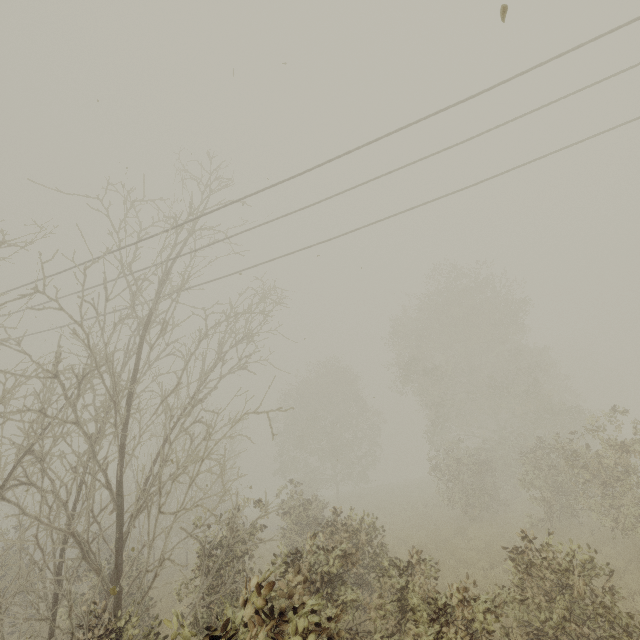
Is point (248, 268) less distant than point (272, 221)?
No
